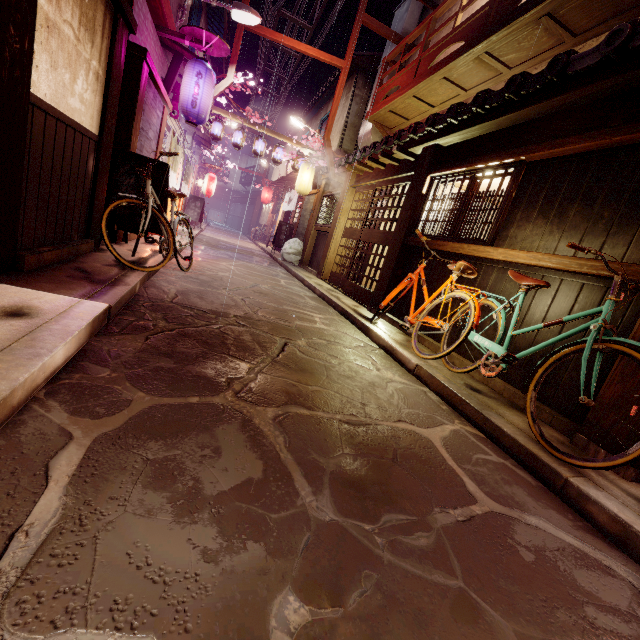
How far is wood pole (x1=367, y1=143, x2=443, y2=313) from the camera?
10.4m

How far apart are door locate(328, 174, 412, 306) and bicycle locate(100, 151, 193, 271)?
6.5m

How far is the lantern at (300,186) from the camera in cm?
2170

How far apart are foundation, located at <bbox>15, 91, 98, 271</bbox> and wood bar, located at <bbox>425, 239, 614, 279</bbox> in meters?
8.8 m

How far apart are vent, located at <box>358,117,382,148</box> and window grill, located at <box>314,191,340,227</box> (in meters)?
3.56

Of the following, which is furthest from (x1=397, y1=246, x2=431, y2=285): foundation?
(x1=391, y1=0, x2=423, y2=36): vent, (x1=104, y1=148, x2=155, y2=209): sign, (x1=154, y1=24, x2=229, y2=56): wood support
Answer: (x1=391, y1=0, x2=423, y2=36): vent

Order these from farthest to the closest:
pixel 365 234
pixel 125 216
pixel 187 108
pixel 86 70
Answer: pixel 365 234 → pixel 187 108 → pixel 125 216 → pixel 86 70

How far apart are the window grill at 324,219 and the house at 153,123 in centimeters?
900cm
